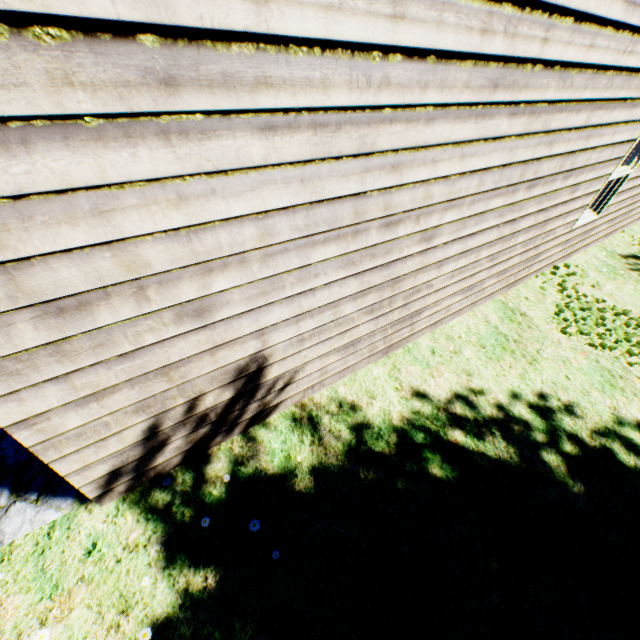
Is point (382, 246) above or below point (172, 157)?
below
